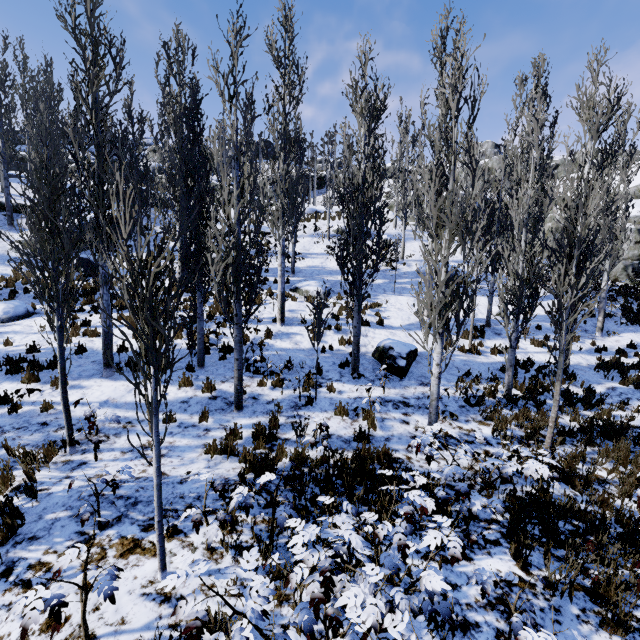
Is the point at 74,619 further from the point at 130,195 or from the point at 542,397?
the point at 542,397

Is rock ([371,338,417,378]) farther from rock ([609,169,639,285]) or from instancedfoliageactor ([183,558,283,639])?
rock ([609,169,639,285])

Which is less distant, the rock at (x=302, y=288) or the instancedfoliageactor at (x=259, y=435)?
the instancedfoliageactor at (x=259, y=435)

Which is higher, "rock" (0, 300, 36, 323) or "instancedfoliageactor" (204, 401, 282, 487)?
"rock" (0, 300, 36, 323)

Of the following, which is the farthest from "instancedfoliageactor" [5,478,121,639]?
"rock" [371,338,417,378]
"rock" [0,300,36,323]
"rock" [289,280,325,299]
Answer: "rock" [0,300,36,323]

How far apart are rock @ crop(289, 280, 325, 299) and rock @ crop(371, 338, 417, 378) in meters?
5.0 m

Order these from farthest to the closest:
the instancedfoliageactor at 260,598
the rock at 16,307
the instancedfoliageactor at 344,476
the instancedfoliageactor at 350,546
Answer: the rock at 16,307, the instancedfoliageactor at 344,476, the instancedfoliageactor at 350,546, the instancedfoliageactor at 260,598

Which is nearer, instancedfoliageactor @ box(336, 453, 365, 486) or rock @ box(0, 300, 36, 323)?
instancedfoliageactor @ box(336, 453, 365, 486)
